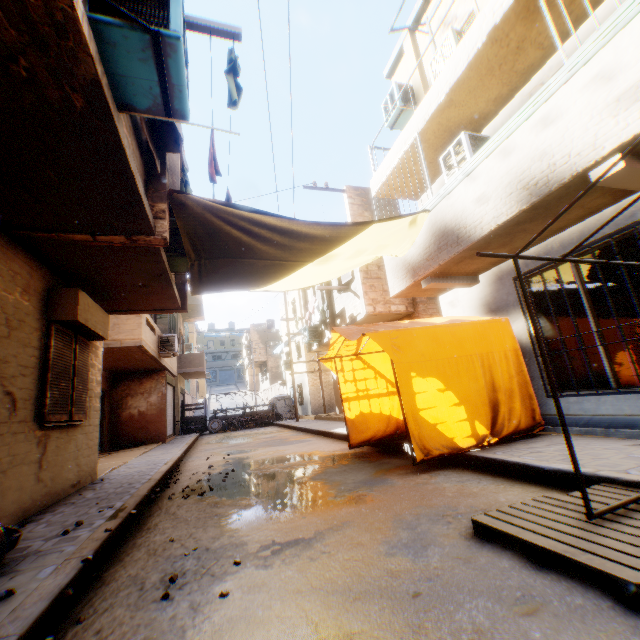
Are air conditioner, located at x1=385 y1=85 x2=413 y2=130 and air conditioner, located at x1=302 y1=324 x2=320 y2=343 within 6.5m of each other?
no

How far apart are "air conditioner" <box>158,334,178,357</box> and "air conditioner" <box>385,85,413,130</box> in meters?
11.0

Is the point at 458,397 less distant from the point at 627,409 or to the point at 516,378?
the point at 516,378

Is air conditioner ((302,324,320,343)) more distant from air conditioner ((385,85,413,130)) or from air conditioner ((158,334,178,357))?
air conditioner ((385,85,413,130))

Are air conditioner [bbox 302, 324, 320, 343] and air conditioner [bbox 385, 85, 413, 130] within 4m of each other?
no

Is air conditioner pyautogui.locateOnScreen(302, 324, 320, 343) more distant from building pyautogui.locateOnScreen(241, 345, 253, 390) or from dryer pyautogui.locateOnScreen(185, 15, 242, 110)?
dryer pyautogui.locateOnScreen(185, 15, 242, 110)

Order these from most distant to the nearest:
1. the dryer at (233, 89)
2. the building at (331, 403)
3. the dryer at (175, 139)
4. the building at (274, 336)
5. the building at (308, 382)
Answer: the building at (274, 336) → the building at (308, 382) → the building at (331, 403) → the dryer at (175, 139) → the dryer at (233, 89)

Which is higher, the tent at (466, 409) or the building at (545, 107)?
the building at (545, 107)
